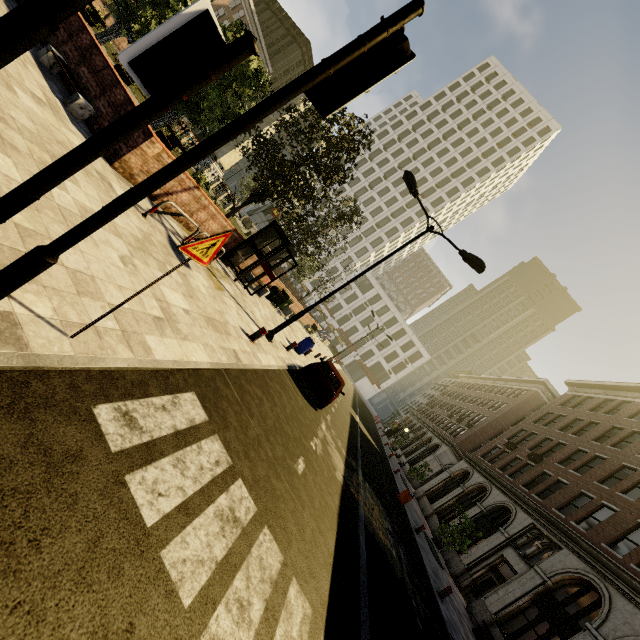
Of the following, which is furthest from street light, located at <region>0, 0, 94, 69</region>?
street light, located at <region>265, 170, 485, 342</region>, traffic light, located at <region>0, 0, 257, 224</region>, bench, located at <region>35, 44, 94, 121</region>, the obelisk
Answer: the obelisk

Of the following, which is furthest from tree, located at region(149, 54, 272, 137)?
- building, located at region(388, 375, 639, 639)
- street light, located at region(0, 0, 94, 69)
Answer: street light, located at region(0, 0, 94, 69)

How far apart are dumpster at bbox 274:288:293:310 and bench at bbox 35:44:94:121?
13.4m

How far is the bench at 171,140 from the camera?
17.59m

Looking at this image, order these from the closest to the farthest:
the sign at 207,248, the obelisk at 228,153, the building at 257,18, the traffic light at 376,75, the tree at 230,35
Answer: the traffic light at 376,75 → the sign at 207,248 → the tree at 230,35 → the obelisk at 228,153 → the building at 257,18

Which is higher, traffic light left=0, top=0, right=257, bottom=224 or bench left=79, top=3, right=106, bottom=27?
traffic light left=0, top=0, right=257, bottom=224

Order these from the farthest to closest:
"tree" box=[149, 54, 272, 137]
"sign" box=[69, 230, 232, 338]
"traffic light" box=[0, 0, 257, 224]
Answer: "tree" box=[149, 54, 272, 137]
"sign" box=[69, 230, 232, 338]
"traffic light" box=[0, 0, 257, 224]

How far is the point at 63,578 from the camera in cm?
196
